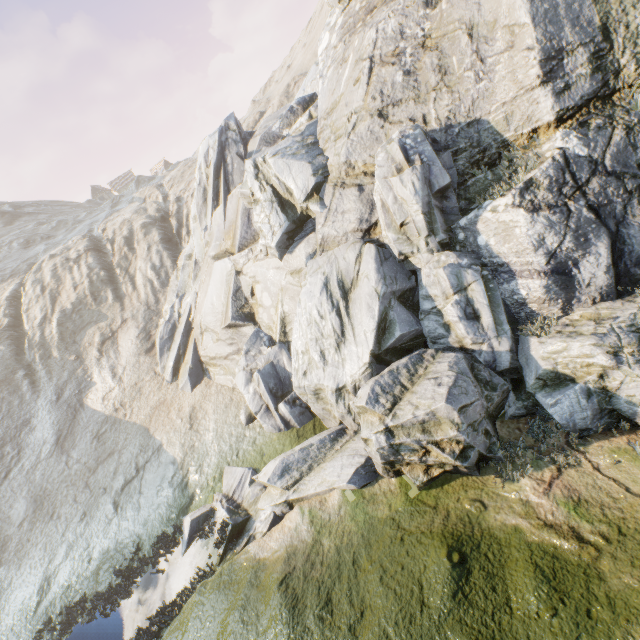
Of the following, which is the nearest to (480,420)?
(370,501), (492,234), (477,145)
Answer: (370,501)
